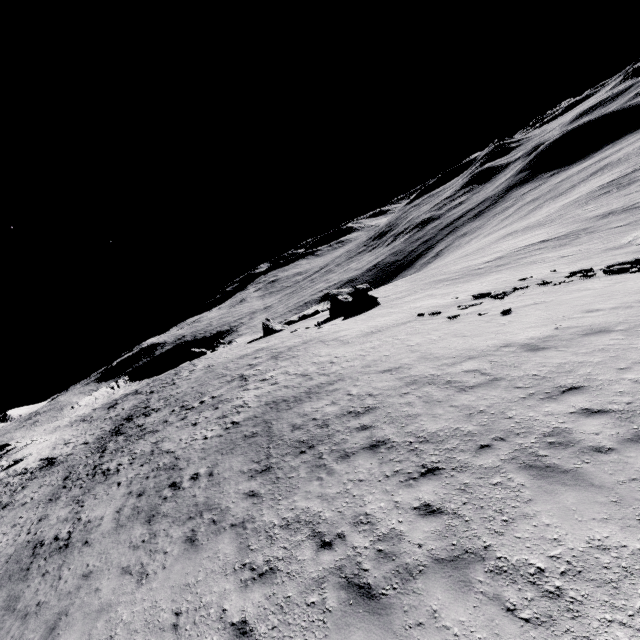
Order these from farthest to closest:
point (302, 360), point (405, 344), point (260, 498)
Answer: point (302, 360) < point (405, 344) < point (260, 498)
